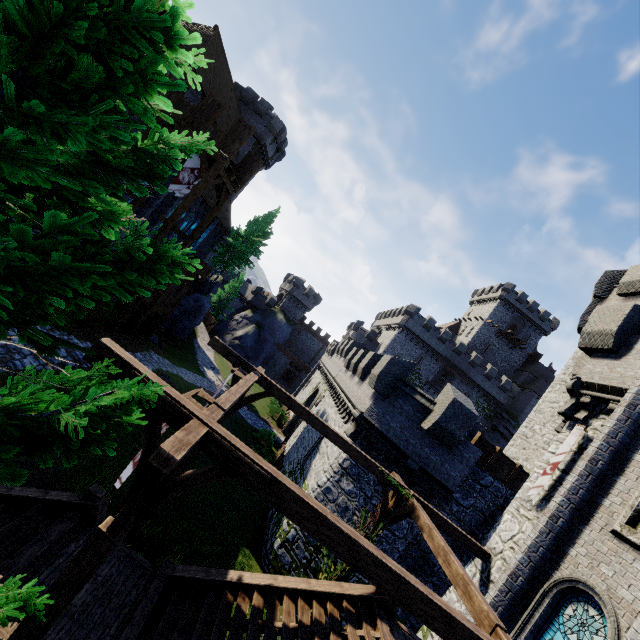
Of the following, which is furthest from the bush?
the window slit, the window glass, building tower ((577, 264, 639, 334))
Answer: the window slit

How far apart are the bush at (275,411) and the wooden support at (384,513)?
26.09m

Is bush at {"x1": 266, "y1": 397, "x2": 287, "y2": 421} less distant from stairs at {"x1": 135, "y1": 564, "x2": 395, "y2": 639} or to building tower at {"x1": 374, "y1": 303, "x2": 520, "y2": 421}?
building tower at {"x1": 374, "y1": 303, "x2": 520, "y2": 421}

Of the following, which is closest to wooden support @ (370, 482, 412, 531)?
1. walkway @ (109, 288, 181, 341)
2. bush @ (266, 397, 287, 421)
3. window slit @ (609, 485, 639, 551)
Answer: window slit @ (609, 485, 639, 551)

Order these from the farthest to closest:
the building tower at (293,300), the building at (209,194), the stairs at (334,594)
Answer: the building tower at (293,300) → the building at (209,194) → the stairs at (334,594)

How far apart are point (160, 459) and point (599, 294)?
23.4m

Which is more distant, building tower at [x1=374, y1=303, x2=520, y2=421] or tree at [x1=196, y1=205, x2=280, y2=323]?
building tower at [x1=374, y1=303, x2=520, y2=421]

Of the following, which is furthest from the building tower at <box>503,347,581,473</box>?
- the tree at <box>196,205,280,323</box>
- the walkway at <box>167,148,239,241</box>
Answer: the tree at <box>196,205,280,323</box>
